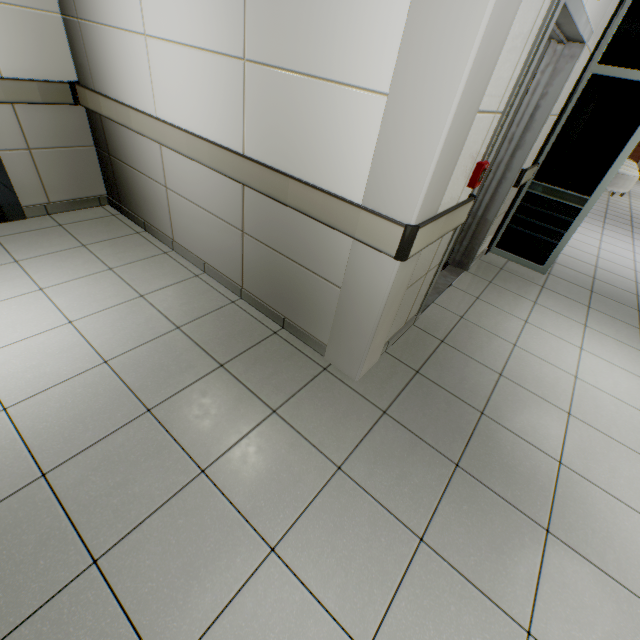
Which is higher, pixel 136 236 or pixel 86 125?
pixel 86 125

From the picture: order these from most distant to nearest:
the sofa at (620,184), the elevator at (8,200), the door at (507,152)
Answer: the sofa at (620,184) → the elevator at (8,200) → the door at (507,152)

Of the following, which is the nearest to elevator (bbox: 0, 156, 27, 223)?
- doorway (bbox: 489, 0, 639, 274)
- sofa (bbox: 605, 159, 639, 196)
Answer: doorway (bbox: 489, 0, 639, 274)

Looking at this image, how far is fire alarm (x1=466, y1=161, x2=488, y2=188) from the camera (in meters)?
1.90

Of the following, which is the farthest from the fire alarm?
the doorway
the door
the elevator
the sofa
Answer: the sofa

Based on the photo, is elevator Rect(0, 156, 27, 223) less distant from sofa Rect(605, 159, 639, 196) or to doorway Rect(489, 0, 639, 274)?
doorway Rect(489, 0, 639, 274)

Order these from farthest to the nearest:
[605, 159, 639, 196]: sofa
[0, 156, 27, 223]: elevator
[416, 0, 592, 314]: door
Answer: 1. [605, 159, 639, 196]: sofa
2. [0, 156, 27, 223]: elevator
3. [416, 0, 592, 314]: door

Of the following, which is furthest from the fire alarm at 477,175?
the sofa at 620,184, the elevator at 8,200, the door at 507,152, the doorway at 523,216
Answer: the sofa at 620,184
